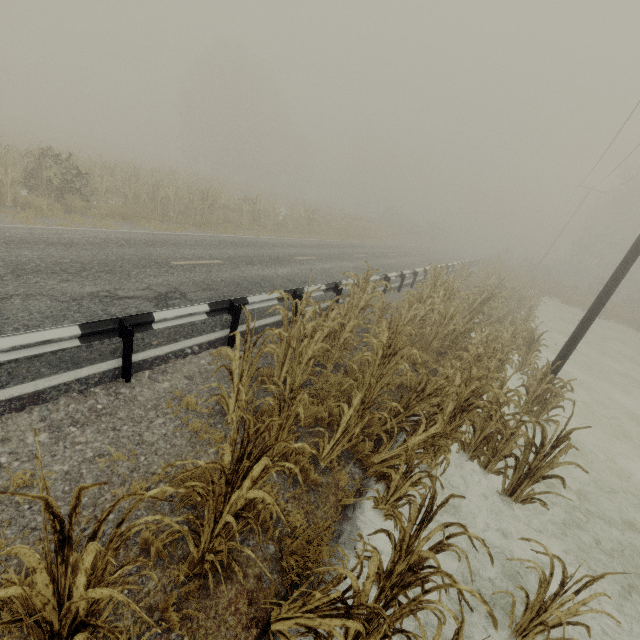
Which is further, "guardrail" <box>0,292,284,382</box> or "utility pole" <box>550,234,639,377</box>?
"utility pole" <box>550,234,639,377</box>

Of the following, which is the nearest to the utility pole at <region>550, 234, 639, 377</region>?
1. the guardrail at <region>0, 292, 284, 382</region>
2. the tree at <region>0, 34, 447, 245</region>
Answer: the tree at <region>0, 34, 447, 245</region>

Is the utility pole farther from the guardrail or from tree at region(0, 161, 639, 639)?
the guardrail

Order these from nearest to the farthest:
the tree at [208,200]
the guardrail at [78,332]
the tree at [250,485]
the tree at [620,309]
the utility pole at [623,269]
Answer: the tree at [250,485]
the guardrail at [78,332]
the utility pole at [623,269]
the tree at [208,200]
the tree at [620,309]

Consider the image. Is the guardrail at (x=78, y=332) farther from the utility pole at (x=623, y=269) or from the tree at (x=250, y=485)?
the utility pole at (x=623, y=269)

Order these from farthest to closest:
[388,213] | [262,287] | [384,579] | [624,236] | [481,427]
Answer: [388,213]
[624,236]
[262,287]
[481,427]
[384,579]

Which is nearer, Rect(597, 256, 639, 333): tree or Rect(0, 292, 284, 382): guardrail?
Rect(0, 292, 284, 382): guardrail
